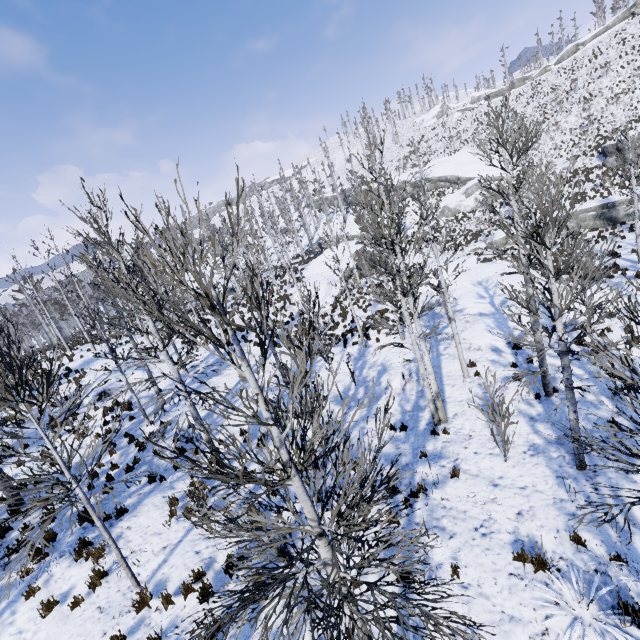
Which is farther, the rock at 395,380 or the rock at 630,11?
the rock at 630,11

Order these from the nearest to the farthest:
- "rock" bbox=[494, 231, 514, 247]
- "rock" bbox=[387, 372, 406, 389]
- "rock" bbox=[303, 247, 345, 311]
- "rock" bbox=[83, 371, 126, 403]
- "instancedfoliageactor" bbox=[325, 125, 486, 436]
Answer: "instancedfoliageactor" bbox=[325, 125, 486, 436]
"rock" bbox=[387, 372, 406, 389]
"rock" bbox=[83, 371, 126, 403]
"rock" bbox=[303, 247, 345, 311]
"rock" bbox=[494, 231, 514, 247]

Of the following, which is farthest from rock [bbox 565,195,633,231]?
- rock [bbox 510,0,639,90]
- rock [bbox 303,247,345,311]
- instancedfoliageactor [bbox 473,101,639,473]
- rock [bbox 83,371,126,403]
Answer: rock [bbox 510,0,639,90]

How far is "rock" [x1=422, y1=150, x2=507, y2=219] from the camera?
41.8m

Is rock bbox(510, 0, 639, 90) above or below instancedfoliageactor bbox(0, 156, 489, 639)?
above

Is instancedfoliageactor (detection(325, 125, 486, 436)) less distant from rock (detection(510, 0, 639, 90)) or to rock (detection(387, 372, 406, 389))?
rock (detection(387, 372, 406, 389))

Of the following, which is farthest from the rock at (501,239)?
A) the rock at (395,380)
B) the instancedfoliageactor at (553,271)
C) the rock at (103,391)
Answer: the rock at (103,391)

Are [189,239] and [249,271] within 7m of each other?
yes
